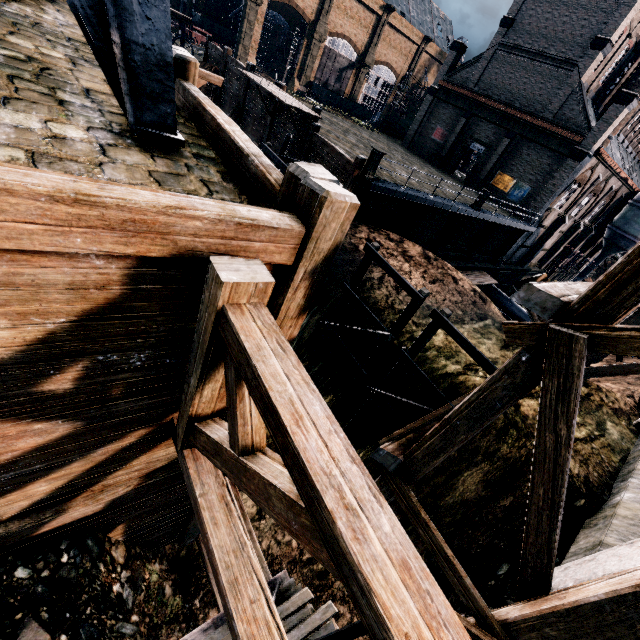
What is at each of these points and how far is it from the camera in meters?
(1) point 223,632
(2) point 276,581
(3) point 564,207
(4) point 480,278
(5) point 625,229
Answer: (1) wood pile, 3.7
(2) pulley, 4.3
(3) building, 34.3
(4) wooden platform, 30.8
(5) silo, 42.0

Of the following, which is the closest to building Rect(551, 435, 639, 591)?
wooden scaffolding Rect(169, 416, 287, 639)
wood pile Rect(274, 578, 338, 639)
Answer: wooden scaffolding Rect(169, 416, 287, 639)

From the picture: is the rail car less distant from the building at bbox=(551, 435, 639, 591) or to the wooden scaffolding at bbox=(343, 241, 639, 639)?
the building at bbox=(551, 435, 639, 591)

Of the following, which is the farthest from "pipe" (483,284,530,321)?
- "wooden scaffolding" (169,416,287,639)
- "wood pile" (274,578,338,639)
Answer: "wood pile" (274,578,338,639)

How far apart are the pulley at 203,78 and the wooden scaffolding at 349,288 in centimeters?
635cm

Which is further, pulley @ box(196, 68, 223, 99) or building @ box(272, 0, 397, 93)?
building @ box(272, 0, 397, 93)

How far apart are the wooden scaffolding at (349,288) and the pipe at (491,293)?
30.1m

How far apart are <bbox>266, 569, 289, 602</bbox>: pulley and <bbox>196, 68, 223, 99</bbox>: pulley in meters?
11.4
